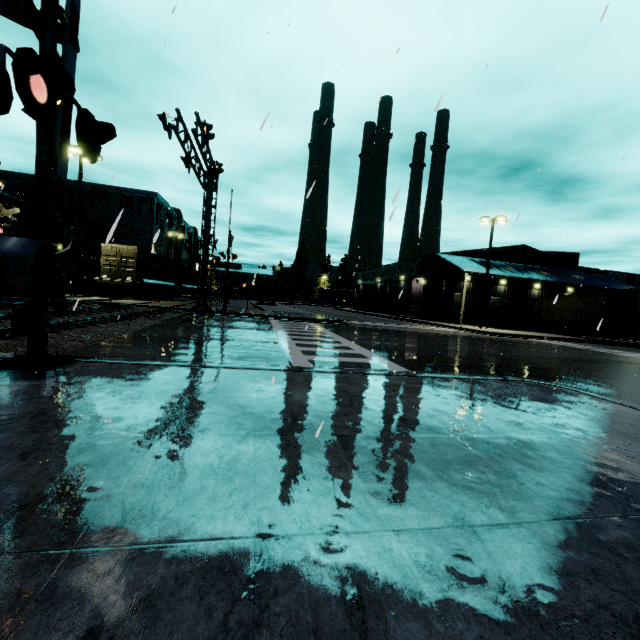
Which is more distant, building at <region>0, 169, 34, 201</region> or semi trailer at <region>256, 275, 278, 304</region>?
semi trailer at <region>256, 275, 278, 304</region>

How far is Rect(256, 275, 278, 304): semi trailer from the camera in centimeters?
4091cm

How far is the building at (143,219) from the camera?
36.3 meters

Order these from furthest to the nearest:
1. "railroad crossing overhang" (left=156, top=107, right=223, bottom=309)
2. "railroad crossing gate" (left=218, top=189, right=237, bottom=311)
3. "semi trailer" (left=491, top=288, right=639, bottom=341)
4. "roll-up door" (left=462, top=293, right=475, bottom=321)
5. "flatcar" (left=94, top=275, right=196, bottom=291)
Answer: "roll-up door" (left=462, top=293, right=475, bottom=321)
"semi trailer" (left=491, top=288, right=639, bottom=341)
"flatcar" (left=94, top=275, right=196, bottom=291)
"railroad crossing gate" (left=218, top=189, right=237, bottom=311)
"railroad crossing overhang" (left=156, top=107, right=223, bottom=309)

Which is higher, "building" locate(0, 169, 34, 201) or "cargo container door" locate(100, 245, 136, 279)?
"building" locate(0, 169, 34, 201)

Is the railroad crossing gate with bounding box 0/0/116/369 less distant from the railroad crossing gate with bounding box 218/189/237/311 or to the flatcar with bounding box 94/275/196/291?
the railroad crossing gate with bounding box 218/189/237/311

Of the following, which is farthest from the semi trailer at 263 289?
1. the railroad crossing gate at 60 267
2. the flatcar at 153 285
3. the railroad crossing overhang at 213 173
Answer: the railroad crossing gate at 60 267

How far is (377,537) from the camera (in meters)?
1.72
